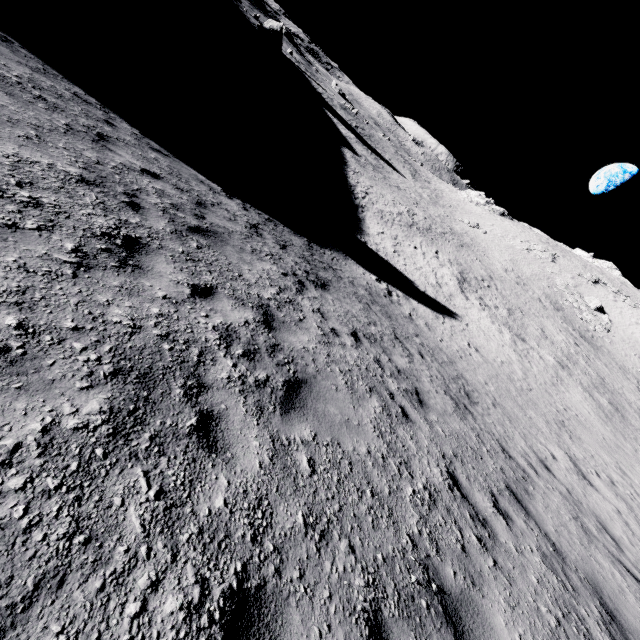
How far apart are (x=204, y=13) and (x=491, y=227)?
56.54m

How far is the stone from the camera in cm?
4206

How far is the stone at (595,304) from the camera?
42.06m
